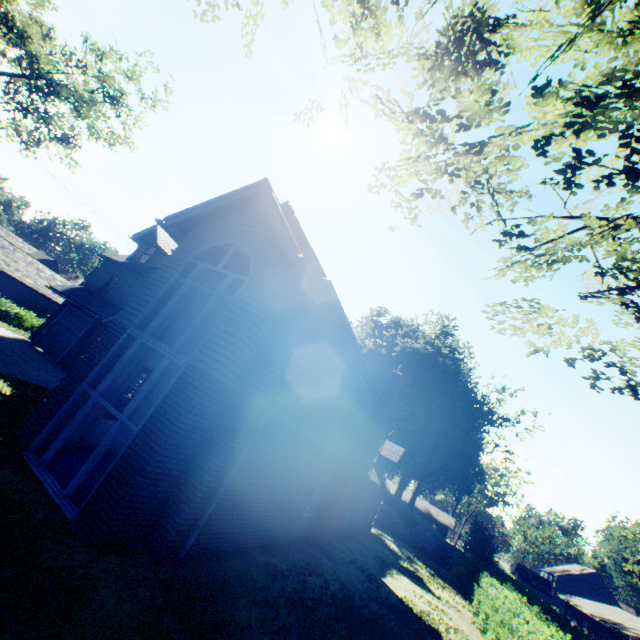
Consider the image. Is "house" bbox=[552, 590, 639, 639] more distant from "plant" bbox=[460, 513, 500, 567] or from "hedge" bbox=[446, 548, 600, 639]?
"plant" bbox=[460, 513, 500, 567]

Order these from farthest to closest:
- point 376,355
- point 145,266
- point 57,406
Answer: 1. point 376,355
2. point 145,266
3. point 57,406

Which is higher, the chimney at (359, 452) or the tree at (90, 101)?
the tree at (90, 101)

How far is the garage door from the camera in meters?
18.9

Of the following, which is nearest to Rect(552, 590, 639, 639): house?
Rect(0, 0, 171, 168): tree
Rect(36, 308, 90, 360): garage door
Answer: Rect(0, 0, 171, 168): tree

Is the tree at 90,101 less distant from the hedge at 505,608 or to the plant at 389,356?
the plant at 389,356

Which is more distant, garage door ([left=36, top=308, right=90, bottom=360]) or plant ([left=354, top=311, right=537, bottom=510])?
plant ([left=354, top=311, right=537, bottom=510])

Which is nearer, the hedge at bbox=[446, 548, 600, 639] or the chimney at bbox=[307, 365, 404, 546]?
the hedge at bbox=[446, 548, 600, 639]
